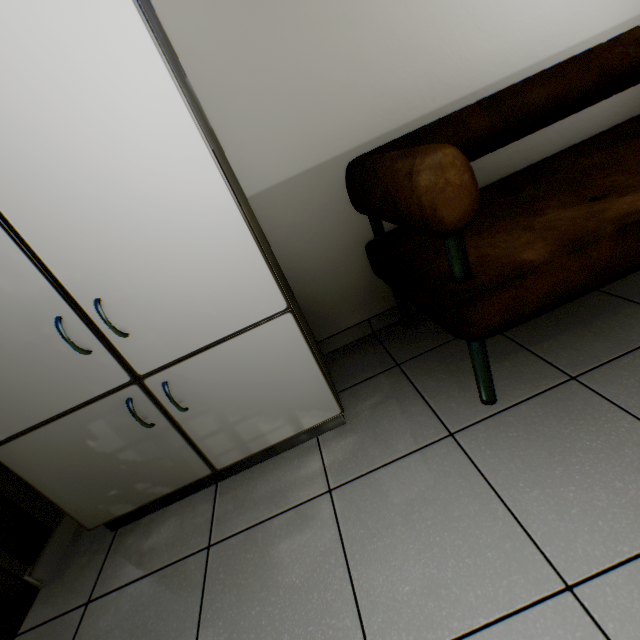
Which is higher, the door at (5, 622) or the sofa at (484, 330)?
the sofa at (484, 330)

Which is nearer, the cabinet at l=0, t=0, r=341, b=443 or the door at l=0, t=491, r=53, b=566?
the cabinet at l=0, t=0, r=341, b=443

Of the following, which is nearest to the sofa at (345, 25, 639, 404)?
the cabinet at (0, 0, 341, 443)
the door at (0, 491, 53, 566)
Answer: the cabinet at (0, 0, 341, 443)

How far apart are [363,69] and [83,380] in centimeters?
172cm

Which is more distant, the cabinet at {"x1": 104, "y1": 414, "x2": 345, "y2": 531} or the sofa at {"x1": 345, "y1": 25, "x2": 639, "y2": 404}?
the cabinet at {"x1": 104, "y1": 414, "x2": 345, "y2": 531}

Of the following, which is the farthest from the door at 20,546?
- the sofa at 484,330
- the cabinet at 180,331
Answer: the sofa at 484,330

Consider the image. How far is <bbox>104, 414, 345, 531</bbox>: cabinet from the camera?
1.43m

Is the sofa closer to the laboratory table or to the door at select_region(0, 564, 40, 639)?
the laboratory table
